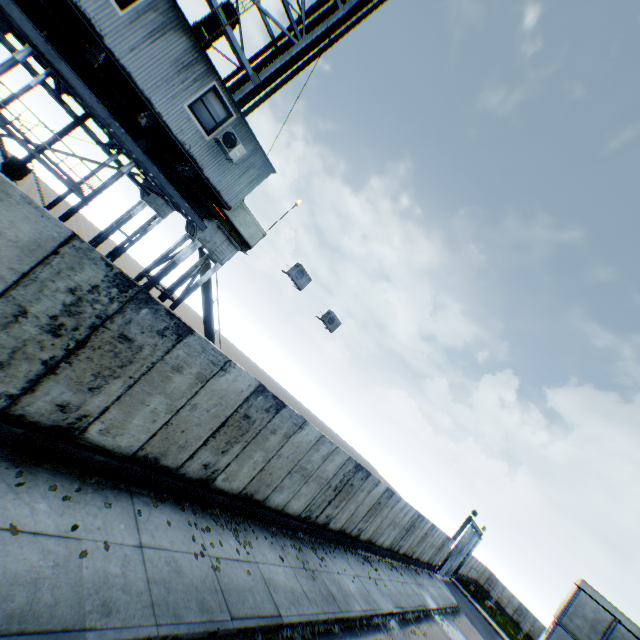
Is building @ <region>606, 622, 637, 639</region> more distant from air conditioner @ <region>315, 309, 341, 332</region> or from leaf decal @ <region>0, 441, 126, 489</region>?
leaf decal @ <region>0, 441, 126, 489</region>

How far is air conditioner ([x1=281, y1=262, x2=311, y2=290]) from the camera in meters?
11.2 m

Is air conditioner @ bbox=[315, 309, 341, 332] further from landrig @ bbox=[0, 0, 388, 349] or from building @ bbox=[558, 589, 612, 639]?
building @ bbox=[558, 589, 612, 639]

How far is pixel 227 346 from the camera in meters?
47.1

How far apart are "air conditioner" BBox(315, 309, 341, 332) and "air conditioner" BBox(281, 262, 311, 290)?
1.8m

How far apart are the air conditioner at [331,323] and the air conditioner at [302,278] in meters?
1.8

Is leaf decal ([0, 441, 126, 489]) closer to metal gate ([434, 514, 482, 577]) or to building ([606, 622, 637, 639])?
metal gate ([434, 514, 482, 577])

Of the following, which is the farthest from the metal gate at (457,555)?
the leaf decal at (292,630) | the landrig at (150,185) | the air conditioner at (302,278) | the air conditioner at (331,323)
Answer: the landrig at (150,185)
